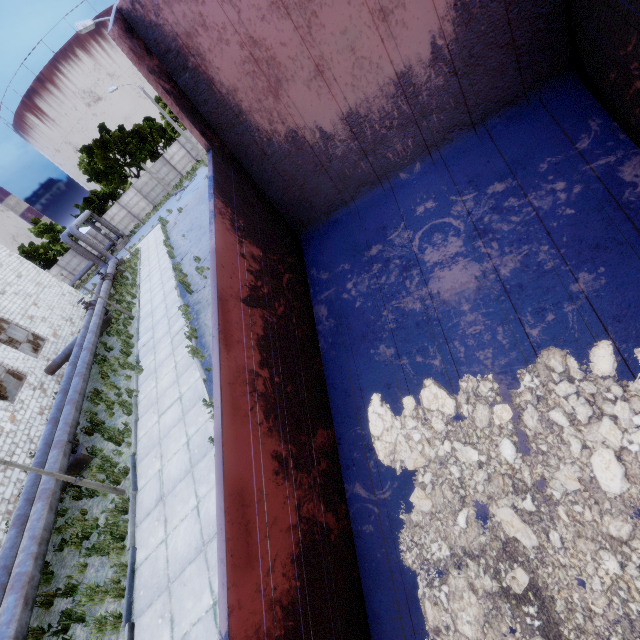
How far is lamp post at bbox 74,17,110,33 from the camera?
14.9m

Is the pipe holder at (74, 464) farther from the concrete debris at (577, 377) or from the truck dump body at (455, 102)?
the concrete debris at (577, 377)

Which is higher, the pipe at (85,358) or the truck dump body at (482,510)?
the truck dump body at (482,510)

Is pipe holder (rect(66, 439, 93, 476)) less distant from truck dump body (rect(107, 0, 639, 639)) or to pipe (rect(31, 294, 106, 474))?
pipe (rect(31, 294, 106, 474))

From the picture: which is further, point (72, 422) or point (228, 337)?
point (72, 422)

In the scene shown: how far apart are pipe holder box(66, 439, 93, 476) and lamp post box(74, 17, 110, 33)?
17.44m

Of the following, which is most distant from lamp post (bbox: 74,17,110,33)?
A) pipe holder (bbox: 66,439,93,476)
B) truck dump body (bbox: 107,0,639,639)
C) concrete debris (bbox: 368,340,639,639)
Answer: concrete debris (bbox: 368,340,639,639)

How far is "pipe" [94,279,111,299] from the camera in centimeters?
2283cm
